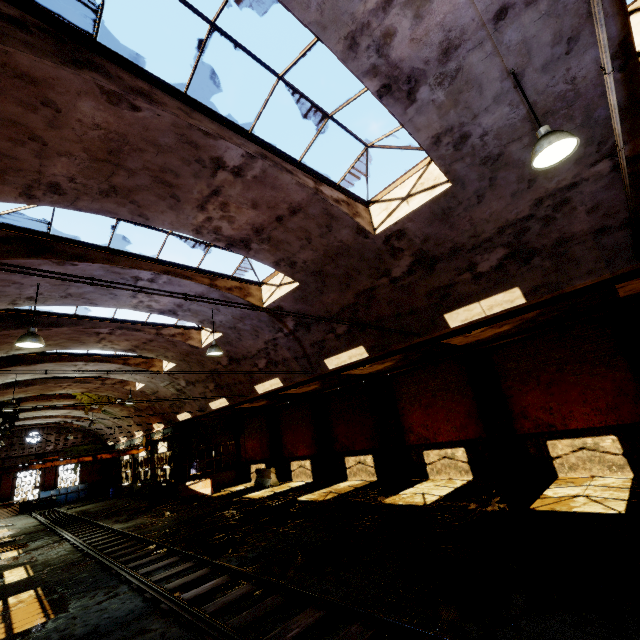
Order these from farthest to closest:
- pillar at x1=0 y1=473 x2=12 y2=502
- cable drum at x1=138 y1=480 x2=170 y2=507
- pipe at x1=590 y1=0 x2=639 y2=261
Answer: pillar at x1=0 y1=473 x2=12 y2=502, cable drum at x1=138 y1=480 x2=170 y2=507, pipe at x1=590 y1=0 x2=639 y2=261

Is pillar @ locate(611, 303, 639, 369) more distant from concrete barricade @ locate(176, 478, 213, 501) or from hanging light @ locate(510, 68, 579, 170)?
concrete barricade @ locate(176, 478, 213, 501)

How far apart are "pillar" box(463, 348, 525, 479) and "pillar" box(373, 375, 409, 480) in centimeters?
422cm

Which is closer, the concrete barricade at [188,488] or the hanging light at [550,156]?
the hanging light at [550,156]

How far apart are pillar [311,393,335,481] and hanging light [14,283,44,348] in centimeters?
1425cm

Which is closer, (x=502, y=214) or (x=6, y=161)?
(x=6, y=161)

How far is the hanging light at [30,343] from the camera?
7.52m

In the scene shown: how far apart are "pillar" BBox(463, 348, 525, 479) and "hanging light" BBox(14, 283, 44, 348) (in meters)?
14.24
